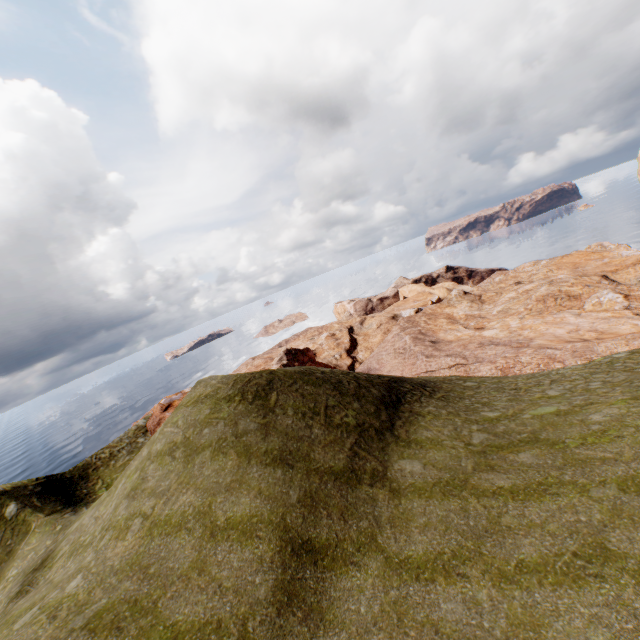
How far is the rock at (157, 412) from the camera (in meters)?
34.30

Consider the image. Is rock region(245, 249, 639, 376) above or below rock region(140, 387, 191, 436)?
below

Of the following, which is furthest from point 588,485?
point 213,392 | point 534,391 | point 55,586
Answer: point 55,586

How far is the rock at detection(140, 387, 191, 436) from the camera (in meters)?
34.30

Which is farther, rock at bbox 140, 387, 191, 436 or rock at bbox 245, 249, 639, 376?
rock at bbox 140, 387, 191, 436

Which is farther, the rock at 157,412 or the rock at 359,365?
the rock at 157,412
